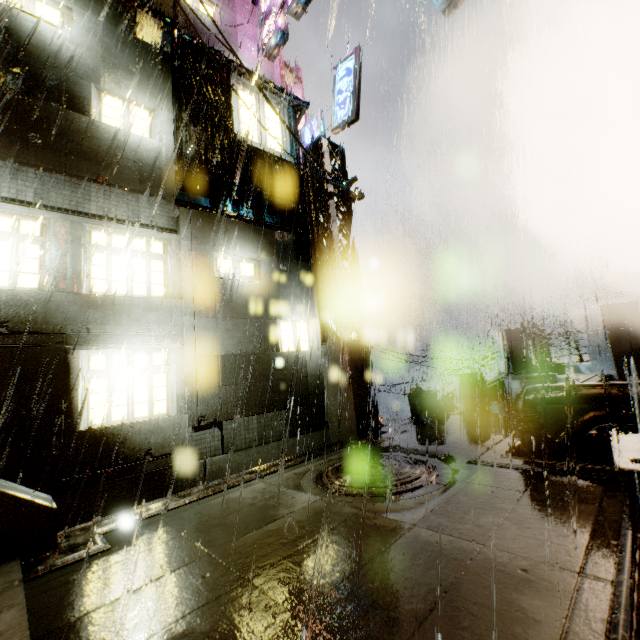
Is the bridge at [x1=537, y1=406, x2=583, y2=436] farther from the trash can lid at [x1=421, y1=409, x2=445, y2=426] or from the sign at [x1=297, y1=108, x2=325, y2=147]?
the sign at [x1=297, y1=108, x2=325, y2=147]

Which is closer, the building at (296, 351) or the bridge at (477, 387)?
the building at (296, 351)

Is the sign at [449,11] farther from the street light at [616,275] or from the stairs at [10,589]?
the street light at [616,275]

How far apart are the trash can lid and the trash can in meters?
0.0

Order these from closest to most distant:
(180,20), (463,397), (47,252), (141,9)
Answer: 1. (47,252)
2. (141,9)
3. (463,397)
4. (180,20)

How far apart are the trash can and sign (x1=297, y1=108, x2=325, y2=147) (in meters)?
9.29

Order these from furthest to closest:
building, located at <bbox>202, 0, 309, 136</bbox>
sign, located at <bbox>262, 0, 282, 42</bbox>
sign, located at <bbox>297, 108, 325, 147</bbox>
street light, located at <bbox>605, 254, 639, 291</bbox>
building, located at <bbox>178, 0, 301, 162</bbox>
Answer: street light, located at <bbox>605, 254, 639, 291</bbox> < sign, located at <bbox>262, 0, 282, 42</bbox> < building, located at <bbox>202, 0, 309, 136</bbox> < sign, located at <bbox>297, 108, 325, 147</bbox> < building, located at <bbox>178, 0, 301, 162</bbox>

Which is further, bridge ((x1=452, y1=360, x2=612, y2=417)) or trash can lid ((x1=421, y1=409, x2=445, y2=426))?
trash can lid ((x1=421, y1=409, x2=445, y2=426))
